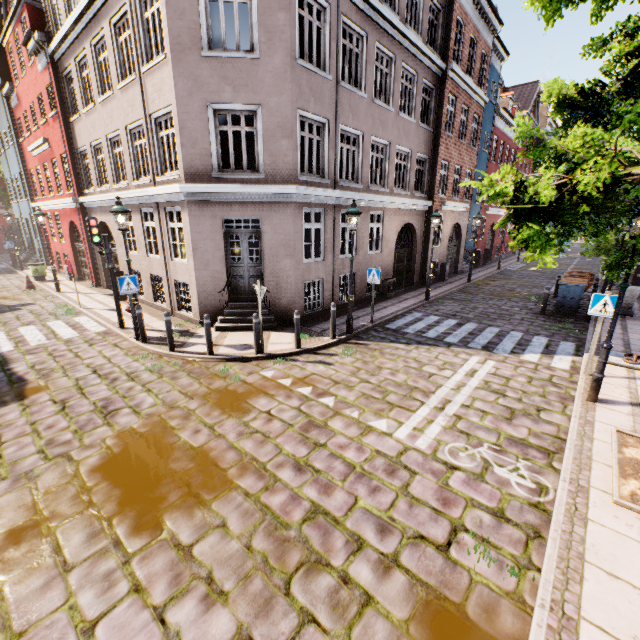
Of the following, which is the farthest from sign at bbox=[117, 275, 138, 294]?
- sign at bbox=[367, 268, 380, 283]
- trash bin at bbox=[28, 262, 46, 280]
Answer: trash bin at bbox=[28, 262, 46, 280]

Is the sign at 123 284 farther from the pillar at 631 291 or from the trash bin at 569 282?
the pillar at 631 291

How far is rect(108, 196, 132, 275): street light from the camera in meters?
8.4

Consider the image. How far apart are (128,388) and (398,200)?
12.5 meters

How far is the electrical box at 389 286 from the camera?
14.8m

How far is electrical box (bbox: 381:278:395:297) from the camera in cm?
1483

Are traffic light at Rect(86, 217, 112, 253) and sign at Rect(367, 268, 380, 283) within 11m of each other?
yes

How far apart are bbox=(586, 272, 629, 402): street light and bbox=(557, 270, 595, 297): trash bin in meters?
7.3
